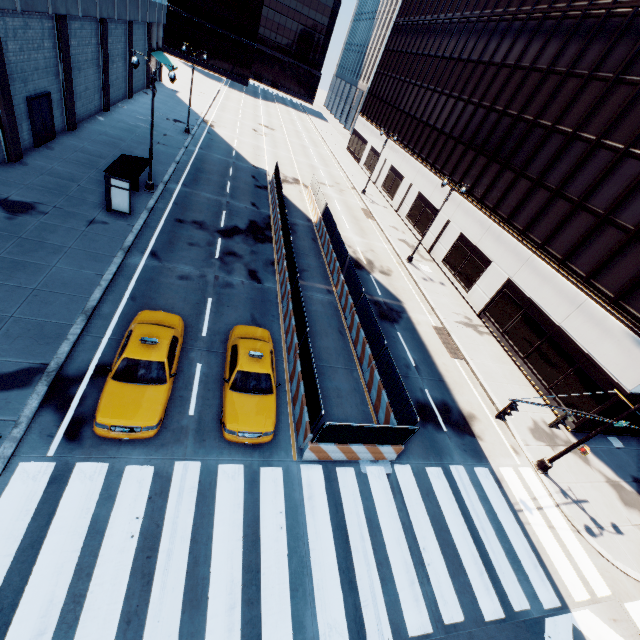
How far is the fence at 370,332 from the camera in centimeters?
1552cm

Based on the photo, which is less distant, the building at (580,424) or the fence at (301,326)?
the fence at (301,326)

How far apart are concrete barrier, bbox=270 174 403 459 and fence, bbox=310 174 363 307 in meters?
0.0

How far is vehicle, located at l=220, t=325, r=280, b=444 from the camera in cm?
1080

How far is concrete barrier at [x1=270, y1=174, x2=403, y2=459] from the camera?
11.6 meters

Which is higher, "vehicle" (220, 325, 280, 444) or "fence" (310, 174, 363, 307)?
"fence" (310, 174, 363, 307)

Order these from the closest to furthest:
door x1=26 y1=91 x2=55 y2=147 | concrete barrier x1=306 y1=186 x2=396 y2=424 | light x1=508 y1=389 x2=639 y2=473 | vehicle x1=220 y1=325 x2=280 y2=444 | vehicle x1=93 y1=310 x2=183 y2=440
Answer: vehicle x1=93 y1=310 x2=183 y2=440 → vehicle x1=220 y1=325 x2=280 y2=444 → light x1=508 y1=389 x2=639 y2=473 → concrete barrier x1=306 y1=186 x2=396 y2=424 → door x1=26 y1=91 x2=55 y2=147

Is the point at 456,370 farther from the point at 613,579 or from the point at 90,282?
the point at 90,282
